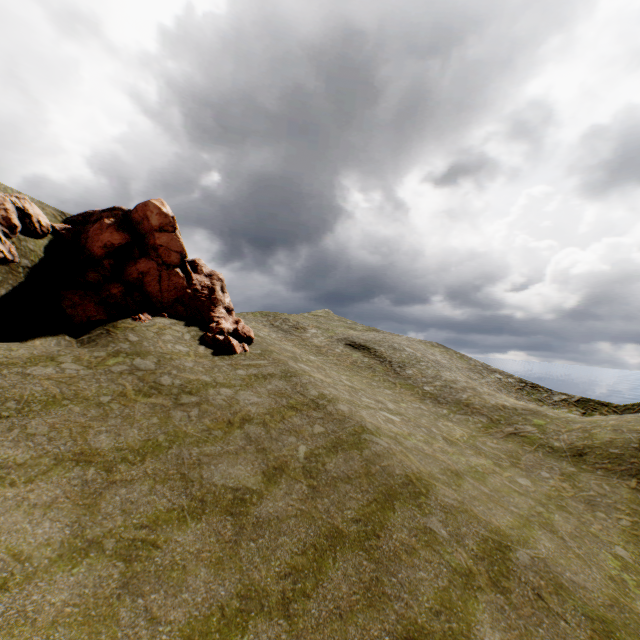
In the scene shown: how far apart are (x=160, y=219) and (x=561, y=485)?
29.9m
